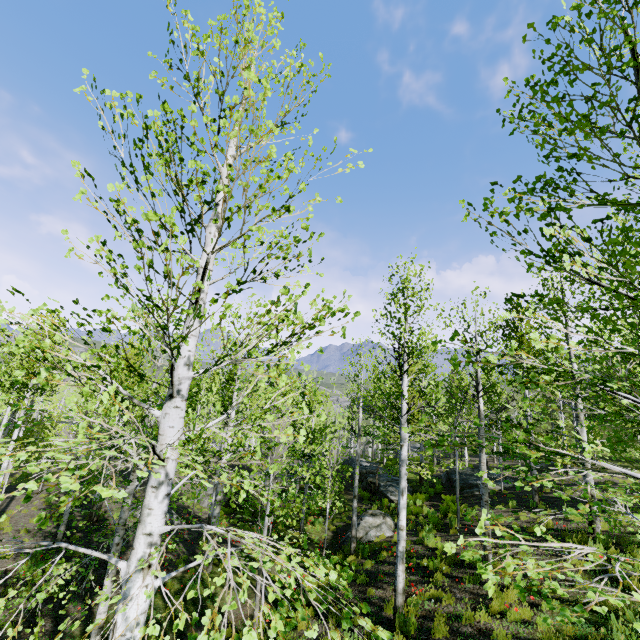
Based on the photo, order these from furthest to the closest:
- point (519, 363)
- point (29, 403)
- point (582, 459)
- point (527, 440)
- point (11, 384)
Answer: point (29, 403), point (11, 384), point (519, 363), point (582, 459), point (527, 440)

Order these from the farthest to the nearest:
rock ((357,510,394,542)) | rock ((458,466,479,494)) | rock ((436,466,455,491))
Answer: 1. rock ((436,466,455,491))
2. rock ((458,466,479,494))
3. rock ((357,510,394,542))

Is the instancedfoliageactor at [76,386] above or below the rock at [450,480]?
above

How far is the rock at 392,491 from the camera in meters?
20.6

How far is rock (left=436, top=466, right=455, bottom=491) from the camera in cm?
2062

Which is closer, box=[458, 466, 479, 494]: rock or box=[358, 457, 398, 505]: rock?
box=[458, 466, 479, 494]: rock
